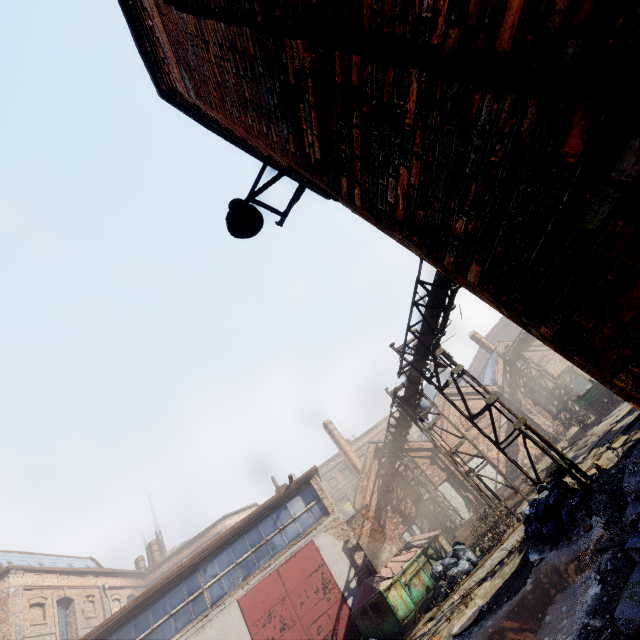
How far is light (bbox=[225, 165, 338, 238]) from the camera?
3.22m

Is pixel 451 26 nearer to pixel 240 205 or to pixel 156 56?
pixel 240 205

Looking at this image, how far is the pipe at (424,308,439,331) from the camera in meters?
10.4

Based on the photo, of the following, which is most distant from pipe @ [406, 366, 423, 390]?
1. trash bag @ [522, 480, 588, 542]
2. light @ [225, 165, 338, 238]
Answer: light @ [225, 165, 338, 238]

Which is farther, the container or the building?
the container

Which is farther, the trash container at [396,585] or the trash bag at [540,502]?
the trash container at [396,585]

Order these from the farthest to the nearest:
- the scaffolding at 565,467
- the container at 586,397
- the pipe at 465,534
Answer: the container at 586,397
the pipe at 465,534
the scaffolding at 565,467

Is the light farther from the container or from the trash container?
the container
